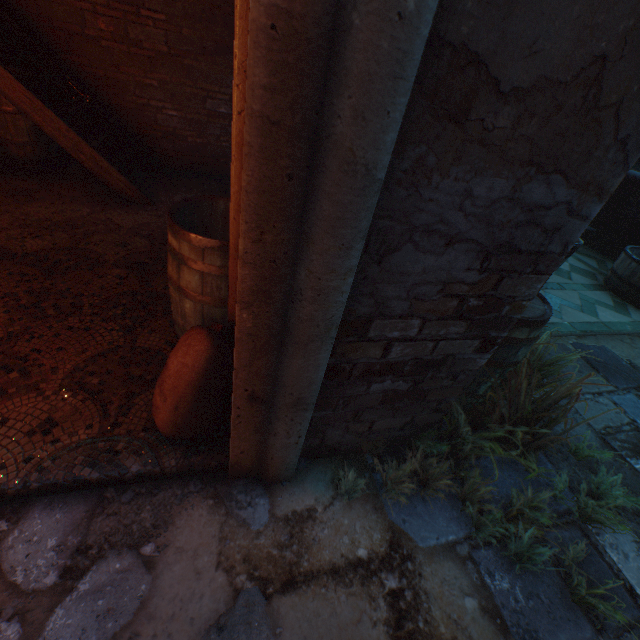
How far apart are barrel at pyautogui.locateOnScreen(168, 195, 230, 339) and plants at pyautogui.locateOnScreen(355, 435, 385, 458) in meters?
1.0 m

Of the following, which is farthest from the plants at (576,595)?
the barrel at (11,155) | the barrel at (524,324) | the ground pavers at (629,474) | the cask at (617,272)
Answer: the barrel at (11,155)

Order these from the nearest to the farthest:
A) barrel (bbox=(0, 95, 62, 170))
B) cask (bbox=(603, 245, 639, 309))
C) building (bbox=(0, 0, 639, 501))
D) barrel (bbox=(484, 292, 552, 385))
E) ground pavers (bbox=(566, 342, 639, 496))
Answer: building (bbox=(0, 0, 639, 501)) < barrel (bbox=(484, 292, 552, 385)) < ground pavers (bbox=(566, 342, 639, 496)) < barrel (bbox=(0, 95, 62, 170)) < cask (bbox=(603, 245, 639, 309))

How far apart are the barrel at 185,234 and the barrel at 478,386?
1.1m

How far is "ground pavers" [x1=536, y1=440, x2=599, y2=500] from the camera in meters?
2.1 m

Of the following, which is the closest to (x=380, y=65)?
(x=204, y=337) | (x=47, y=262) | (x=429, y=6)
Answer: (x=429, y=6)

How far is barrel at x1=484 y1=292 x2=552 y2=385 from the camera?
1.9 meters

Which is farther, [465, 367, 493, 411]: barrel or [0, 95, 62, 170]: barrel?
[0, 95, 62, 170]: barrel
